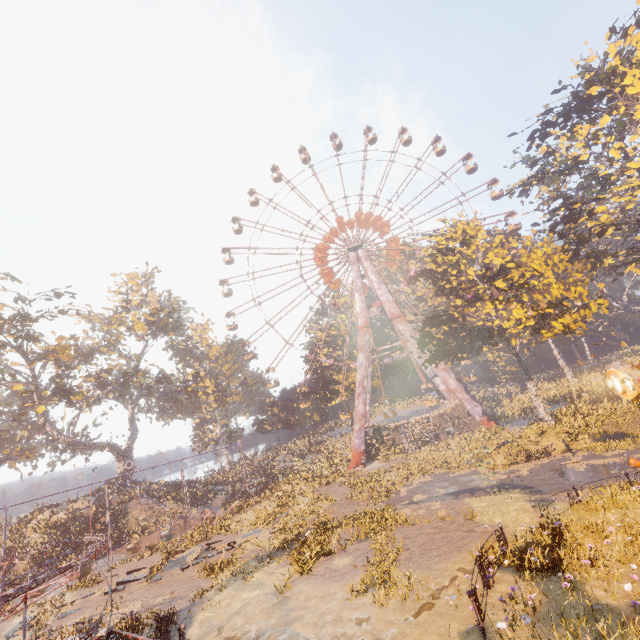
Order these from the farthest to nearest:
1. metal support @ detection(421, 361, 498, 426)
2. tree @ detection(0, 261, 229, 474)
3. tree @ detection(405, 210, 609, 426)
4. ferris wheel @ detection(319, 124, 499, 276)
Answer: ferris wheel @ detection(319, 124, 499, 276) → metal support @ detection(421, 361, 498, 426) → tree @ detection(0, 261, 229, 474) → tree @ detection(405, 210, 609, 426)

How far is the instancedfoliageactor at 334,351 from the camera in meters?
52.6 m

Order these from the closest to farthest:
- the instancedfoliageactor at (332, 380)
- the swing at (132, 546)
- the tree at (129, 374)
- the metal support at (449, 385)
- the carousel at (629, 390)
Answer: the carousel at (629, 390) < the swing at (132, 546) < the tree at (129, 374) < the metal support at (449, 385) < the instancedfoliageactor at (332, 380)

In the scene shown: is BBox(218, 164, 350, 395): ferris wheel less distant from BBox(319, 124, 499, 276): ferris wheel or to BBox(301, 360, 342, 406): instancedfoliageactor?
BBox(319, 124, 499, 276): ferris wheel

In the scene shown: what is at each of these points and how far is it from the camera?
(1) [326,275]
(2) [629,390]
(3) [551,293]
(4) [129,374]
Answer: (1) ferris wheel, 46.09m
(2) carousel, 6.44m
(3) tree, 23.06m
(4) tree, 38.94m

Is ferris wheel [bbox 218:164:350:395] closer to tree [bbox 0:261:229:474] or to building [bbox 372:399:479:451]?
building [bbox 372:399:479:451]

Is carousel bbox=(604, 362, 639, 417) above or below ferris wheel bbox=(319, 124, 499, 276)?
below

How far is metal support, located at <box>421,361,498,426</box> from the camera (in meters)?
33.97
